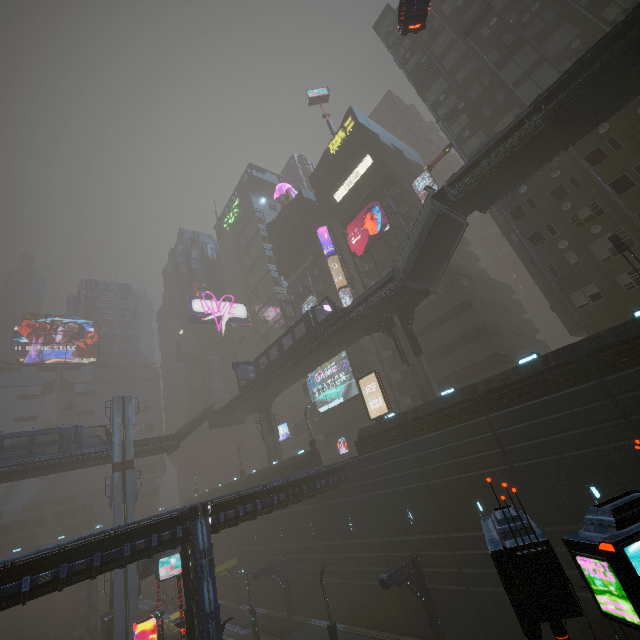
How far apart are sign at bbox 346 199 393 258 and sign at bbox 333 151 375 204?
5.6m

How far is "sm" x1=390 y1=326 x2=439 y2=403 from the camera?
26.2 meters

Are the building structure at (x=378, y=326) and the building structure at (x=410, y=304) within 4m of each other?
yes

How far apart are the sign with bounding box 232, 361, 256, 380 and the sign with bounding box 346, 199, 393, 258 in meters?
19.3 m

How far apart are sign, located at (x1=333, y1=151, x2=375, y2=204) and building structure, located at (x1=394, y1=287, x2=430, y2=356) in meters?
22.7 m

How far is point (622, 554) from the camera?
5.3 meters

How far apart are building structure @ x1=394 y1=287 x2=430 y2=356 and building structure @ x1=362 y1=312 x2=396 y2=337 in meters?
0.7 m

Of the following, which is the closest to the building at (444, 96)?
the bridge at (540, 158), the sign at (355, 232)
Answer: the sign at (355, 232)
